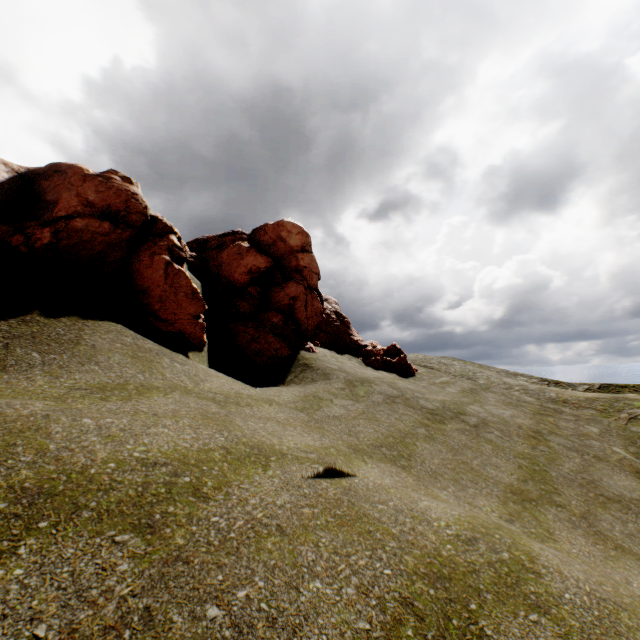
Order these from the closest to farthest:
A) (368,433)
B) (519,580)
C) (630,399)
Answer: (519,580) < (368,433) < (630,399)
